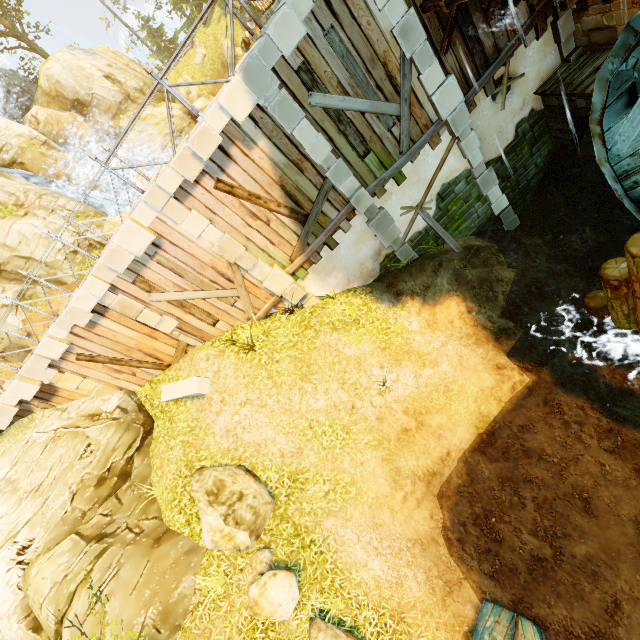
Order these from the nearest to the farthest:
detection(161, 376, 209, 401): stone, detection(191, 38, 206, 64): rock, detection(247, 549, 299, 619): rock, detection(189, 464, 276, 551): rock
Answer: detection(247, 549, 299, 619): rock
detection(189, 464, 276, 551): rock
detection(161, 376, 209, 401): stone
detection(191, 38, 206, 64): rock

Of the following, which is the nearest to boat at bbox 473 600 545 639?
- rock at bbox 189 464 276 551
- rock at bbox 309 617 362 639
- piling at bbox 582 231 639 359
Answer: rock at bbox 309 617 362 639

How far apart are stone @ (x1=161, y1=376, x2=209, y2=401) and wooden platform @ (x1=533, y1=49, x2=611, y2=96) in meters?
12.7 m

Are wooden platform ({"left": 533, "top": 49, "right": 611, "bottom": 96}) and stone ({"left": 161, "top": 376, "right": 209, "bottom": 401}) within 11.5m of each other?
no

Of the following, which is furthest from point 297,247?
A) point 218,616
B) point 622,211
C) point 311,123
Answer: point 622,211

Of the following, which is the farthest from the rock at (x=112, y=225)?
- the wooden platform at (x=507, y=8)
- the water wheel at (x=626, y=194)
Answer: the water wheel at (x=626, y=194)

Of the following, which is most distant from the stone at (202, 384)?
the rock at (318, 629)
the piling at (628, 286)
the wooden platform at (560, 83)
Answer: the wooden platform at (560, 83)

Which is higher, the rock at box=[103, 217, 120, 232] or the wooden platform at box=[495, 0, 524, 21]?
the rock at box=[103, 217, 120, 232]
